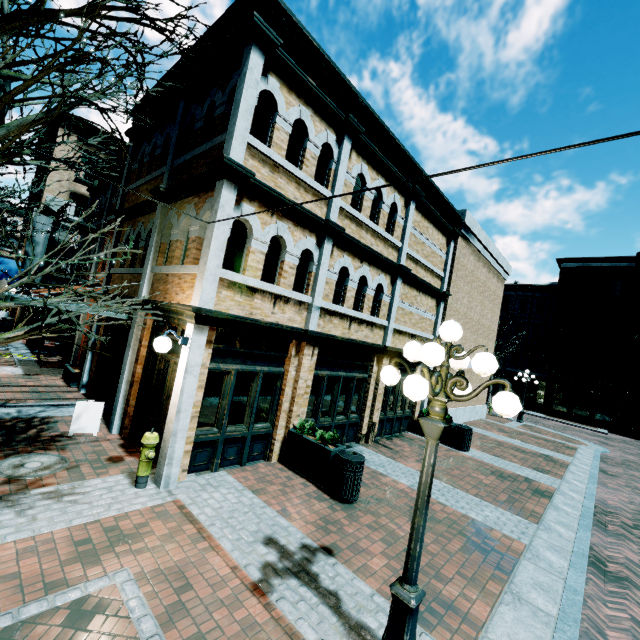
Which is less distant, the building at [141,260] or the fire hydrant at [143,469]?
the fire hydrant at [143,469]

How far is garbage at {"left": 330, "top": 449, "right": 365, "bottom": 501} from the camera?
6.6m

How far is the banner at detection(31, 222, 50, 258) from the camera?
15.9 meters

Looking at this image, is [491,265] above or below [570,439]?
above

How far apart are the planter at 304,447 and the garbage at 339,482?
0.04m

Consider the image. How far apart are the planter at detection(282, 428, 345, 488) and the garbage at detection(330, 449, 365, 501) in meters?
0.0

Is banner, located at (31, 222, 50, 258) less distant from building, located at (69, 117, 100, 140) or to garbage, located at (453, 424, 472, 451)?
building, located at (69, 117, 100, 140)

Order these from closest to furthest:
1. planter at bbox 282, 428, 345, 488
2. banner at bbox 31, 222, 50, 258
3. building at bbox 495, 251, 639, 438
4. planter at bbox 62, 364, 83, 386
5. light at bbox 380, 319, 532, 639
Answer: light at bbox 380, 319, 532, 639
planter at bbox 282, 428, 345, 488
planter at bbox 62, 364, 83, 386
banner at bbox 31, 222, 50, 258
building at bbox 495, 251, 639, 438
